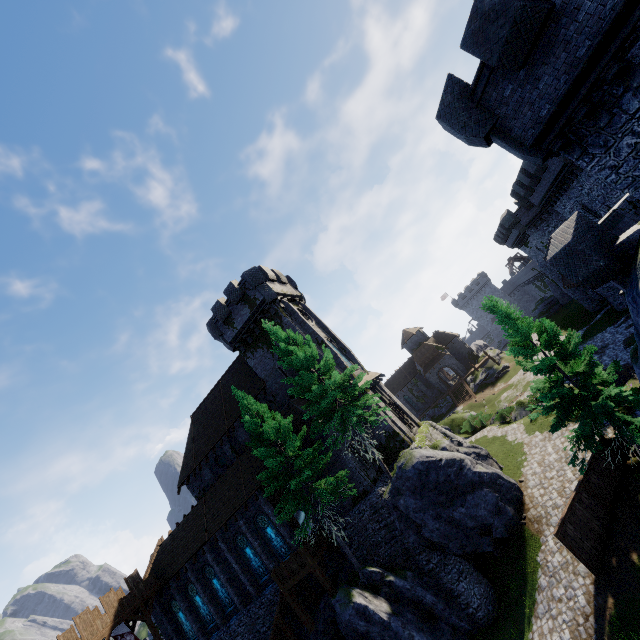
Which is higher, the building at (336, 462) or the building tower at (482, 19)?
the building tower at (482, 19)

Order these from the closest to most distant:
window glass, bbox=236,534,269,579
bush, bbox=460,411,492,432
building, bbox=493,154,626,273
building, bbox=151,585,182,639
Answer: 1. building, bbox=493,154,626,273
2. window glass, bbox=236,534,269,579
3. building, bbox=151,585,182,639
4. bush, bbox=460,411,492,432

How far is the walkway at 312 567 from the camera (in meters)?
19.89

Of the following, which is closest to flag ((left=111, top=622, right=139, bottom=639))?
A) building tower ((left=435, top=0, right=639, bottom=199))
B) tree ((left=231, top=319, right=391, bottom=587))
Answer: tree ((left=231, top=319, right=391, bottom=587))

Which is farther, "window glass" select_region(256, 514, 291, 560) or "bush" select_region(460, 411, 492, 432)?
"bush" select_region(460, 411, 492, 432)

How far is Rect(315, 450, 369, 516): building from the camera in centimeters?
2227cm

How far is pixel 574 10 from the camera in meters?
7.2

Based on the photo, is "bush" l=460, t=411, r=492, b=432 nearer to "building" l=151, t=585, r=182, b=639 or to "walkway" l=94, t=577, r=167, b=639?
"building" l=151, t=585, r=182, b=639
